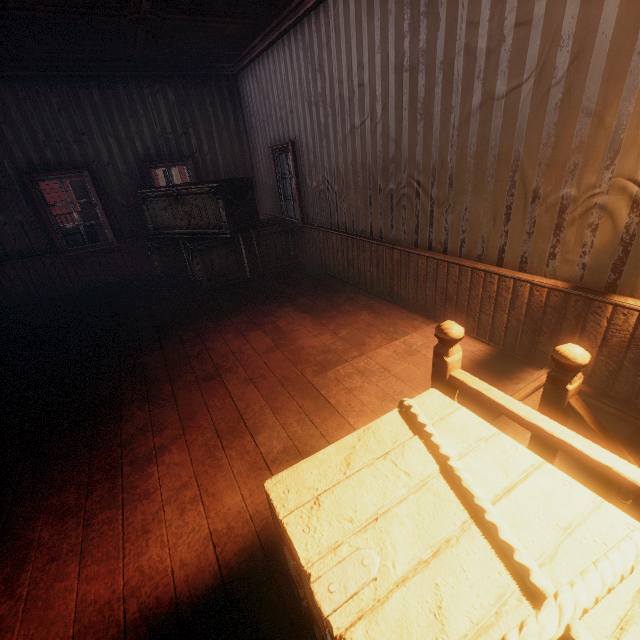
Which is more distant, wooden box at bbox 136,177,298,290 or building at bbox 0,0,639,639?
wooden box at bbox 136,177,298,290

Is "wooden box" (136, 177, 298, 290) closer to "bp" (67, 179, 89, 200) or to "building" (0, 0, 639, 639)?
"building" (0, 0, 639, 639)

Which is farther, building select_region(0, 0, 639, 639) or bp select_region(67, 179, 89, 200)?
bp select_region(67, 179, 89, 200)

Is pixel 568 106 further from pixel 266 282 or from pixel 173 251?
pixel 173 251

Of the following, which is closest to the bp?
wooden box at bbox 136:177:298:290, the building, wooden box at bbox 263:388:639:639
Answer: the building

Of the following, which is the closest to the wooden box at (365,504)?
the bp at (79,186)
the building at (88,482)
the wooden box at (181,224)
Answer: the building at (88,482)

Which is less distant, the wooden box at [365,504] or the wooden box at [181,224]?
the wooden box at [365,504]

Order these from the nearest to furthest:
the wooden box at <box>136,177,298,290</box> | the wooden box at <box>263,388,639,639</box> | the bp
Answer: the wooden box at <box>263,388,639,639</box>, the wooden box at <box>136,177,298,290</box>, the bp
